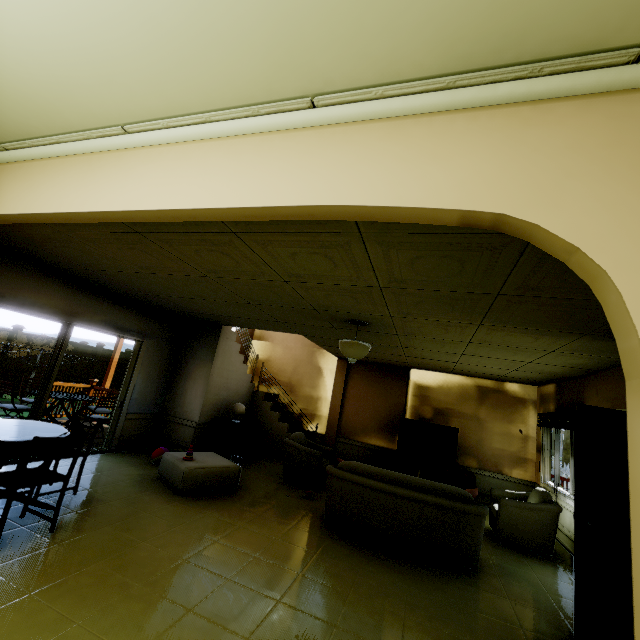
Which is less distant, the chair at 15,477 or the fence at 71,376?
the chair at 15,477

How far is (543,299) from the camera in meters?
2.7 m

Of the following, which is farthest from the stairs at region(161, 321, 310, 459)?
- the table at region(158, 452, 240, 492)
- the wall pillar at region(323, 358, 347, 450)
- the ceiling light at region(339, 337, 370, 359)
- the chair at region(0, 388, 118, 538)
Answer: the ceiling light at region(339, 337, 370, 359)

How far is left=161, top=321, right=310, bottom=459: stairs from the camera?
A: 6.9 meters

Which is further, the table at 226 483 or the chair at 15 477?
the table at 226 483

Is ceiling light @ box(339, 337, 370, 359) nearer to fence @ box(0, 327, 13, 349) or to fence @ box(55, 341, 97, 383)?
fence @ box(55, 341, 97, 383)

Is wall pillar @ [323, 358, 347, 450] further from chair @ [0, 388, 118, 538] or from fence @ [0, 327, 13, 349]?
fence @ [0, 327, 13, 349]

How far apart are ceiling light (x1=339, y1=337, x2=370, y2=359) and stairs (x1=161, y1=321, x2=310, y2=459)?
3.49m
